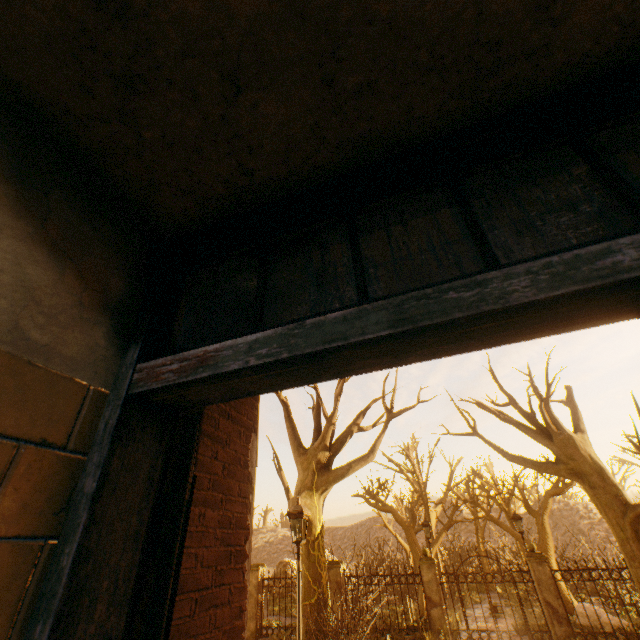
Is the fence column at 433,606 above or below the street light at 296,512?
below

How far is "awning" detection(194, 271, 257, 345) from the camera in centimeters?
243cm

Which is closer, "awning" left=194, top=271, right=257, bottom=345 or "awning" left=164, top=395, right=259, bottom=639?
"awning" left=164, top=395, right=259, bottom=639

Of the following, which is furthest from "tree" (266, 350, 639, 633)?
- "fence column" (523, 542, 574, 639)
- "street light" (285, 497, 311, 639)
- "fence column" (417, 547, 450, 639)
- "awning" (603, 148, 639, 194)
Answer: "fence column" (417, 547, 450, 639)

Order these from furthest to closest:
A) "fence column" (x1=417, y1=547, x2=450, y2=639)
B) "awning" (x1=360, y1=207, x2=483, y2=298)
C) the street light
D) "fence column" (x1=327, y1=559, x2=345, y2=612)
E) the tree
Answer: "fence column" (x1=327, y1=559, x2=345, y2=612) → "fence column" (x1=417, y1=547, x2=450, y2=639) → the tree → the street light → "awning" (x1=360, y1=207, x2=483, y2=298)

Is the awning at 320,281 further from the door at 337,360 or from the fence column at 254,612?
the fence column at 254,612

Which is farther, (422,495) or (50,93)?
(422,495)

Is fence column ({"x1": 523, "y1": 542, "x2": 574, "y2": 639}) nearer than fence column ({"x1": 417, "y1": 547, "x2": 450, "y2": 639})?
Yes
